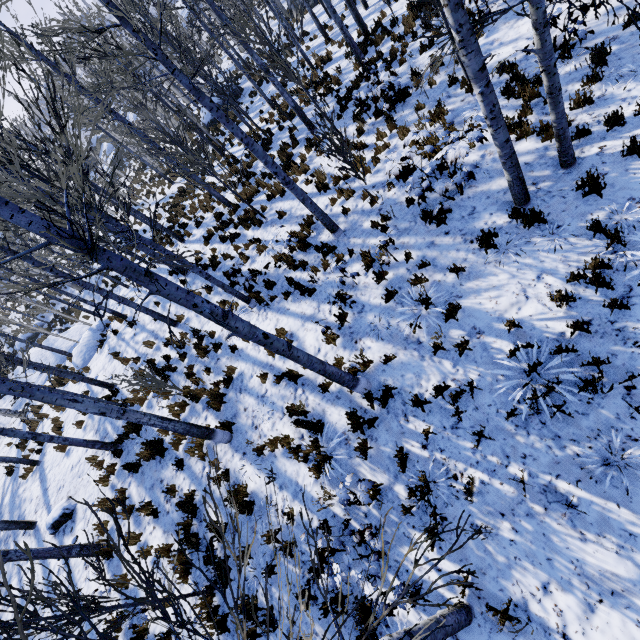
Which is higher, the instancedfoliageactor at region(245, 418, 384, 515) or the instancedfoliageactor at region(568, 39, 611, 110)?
the instancedfoliageactor at region(245, 418, 384, 515)

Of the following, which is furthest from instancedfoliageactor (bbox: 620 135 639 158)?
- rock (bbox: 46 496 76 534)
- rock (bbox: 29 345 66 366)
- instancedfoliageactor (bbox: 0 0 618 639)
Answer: rock (bbox: 29 345 66 366)

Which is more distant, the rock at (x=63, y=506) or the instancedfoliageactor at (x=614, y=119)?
the rock at (x=63, y=506)

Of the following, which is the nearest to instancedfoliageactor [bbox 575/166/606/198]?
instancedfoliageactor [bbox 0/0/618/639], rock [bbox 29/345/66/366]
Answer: instancedfoliageactor [bbox 0/0/618/639]

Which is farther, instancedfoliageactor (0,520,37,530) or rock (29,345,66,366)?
rock (29,345,66,366)

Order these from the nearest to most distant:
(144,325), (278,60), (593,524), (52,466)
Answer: (593,524) < (278,60) < (52,466) < (144,325)

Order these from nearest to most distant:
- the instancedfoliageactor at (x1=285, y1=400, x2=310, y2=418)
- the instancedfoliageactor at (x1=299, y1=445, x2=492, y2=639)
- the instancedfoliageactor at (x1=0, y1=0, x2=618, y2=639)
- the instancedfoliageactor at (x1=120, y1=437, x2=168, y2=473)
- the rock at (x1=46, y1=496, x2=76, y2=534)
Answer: the instancedfoliageactor at (x1=299, y1=445, x2=492, y2=639) → the instancedfoliageactor at (x1=0, y1=0, x2=618, y2=639) → the instancedfoliageactor at (x1=285, y1=400, x2=310, y2=418) → the instancedfoliageactor at (x1=120, y1=437, x2=168, y2=473) → the rock at (x1=46, y1=496, x2=76, y2=534)

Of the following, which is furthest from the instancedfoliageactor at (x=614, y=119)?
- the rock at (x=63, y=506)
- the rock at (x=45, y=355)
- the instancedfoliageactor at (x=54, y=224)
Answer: the rock at (x=45, y=355)
